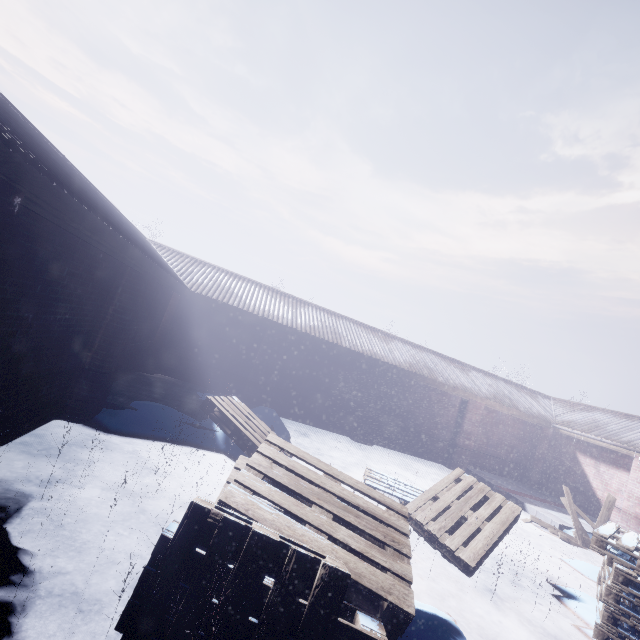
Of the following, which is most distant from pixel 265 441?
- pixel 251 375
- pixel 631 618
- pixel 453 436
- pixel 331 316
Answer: pixel 453 436
